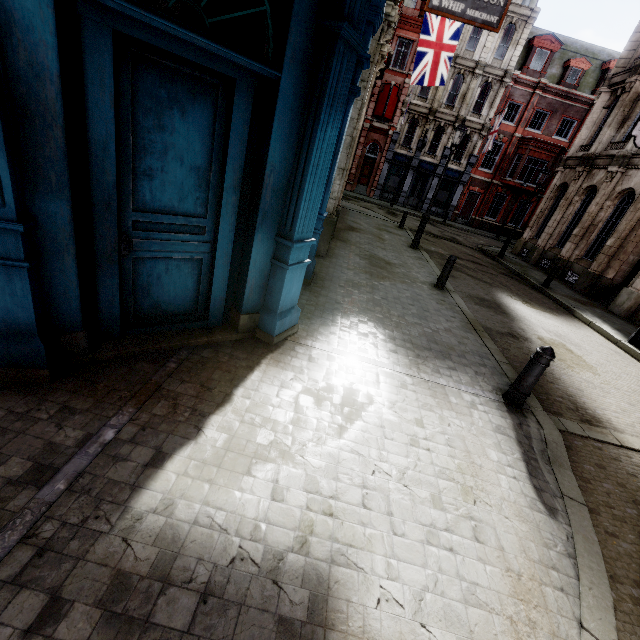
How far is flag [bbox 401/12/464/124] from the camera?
14.2m

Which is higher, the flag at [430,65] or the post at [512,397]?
the flag at [430,65]

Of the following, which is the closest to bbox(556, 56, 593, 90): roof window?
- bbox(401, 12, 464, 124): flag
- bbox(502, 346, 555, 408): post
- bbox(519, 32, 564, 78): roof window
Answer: bbox(519, 32, 564, 78): roof window

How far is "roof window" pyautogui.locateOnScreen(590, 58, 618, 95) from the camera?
26.7 meters

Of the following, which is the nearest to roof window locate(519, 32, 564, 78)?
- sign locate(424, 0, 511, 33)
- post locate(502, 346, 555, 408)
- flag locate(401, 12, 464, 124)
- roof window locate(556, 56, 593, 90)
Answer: roof window locate(556, 56, 593, 90)

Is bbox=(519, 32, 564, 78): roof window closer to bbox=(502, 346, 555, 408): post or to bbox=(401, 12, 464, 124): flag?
bbox=(401, 12, 464, 124): flag

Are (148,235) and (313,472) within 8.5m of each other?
yes

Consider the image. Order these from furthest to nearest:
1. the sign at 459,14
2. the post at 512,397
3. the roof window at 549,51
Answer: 1. the roof window at 549,51
2. the sign at 459,14
3. the post at 512,397
